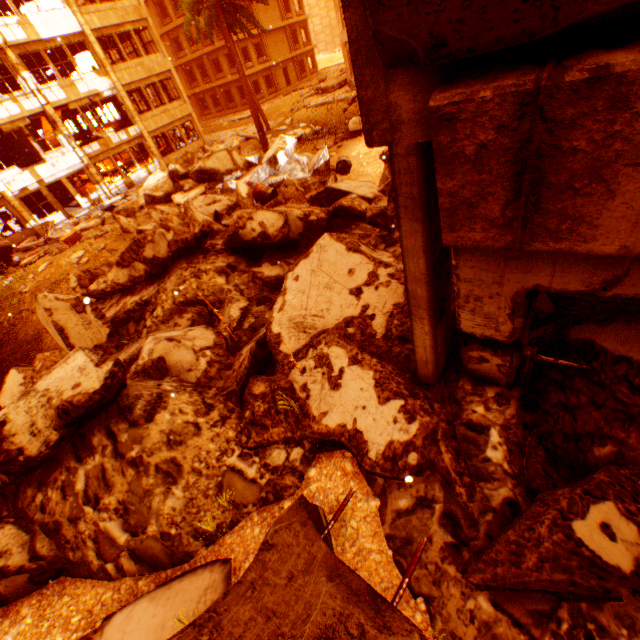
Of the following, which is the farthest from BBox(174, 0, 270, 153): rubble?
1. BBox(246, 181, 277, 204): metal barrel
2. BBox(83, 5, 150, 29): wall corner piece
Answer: BBox(246, 181, 277, 204): metal barrel

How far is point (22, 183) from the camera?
19.1 meters

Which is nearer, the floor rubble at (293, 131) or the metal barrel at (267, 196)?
the metal barrel at (267, 196)

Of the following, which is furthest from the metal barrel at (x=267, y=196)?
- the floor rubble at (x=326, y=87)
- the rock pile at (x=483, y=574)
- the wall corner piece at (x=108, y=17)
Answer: the floor rubble at (x=326, y=87)

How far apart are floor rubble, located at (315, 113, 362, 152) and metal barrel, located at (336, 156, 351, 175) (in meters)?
3.58

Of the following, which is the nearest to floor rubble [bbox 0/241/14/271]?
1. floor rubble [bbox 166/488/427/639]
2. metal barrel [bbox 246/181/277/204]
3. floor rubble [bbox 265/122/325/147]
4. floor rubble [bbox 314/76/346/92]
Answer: metal barrel [bbox 246/181/277/204]

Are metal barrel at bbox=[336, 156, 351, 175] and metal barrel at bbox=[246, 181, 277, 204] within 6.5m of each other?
yes

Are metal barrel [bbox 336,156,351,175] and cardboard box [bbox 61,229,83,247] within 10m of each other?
no
